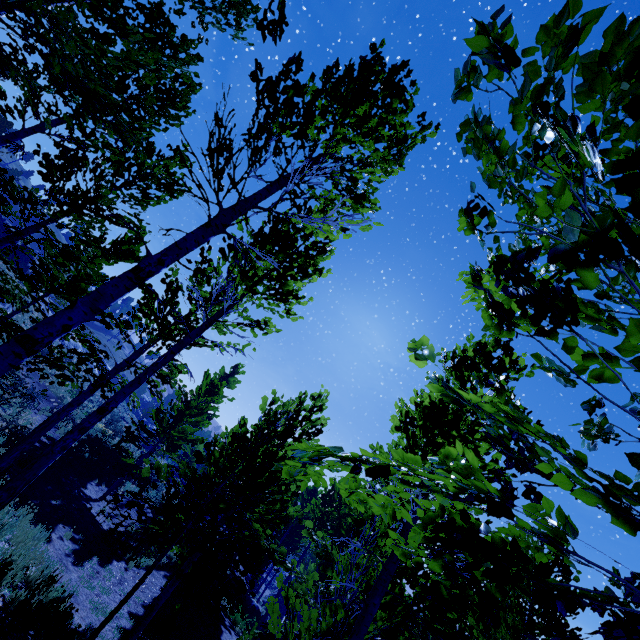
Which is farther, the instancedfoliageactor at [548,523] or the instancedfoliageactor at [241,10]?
the instancedfoliageactor at [241,10]

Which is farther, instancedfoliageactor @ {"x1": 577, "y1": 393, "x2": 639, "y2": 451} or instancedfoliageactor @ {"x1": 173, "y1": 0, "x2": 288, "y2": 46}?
instancedfoliageactor @ {"x1": 173, "y1": 0, "x2": 288, "y2": 46}

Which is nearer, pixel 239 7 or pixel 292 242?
pixel 239 7

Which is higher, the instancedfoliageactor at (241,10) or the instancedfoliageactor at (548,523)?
the instancedfoliageactor at (241,10)

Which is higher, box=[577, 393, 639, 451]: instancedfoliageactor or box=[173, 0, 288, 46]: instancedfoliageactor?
box=[173, 0, 288, 46]: instancedfoliageactor
